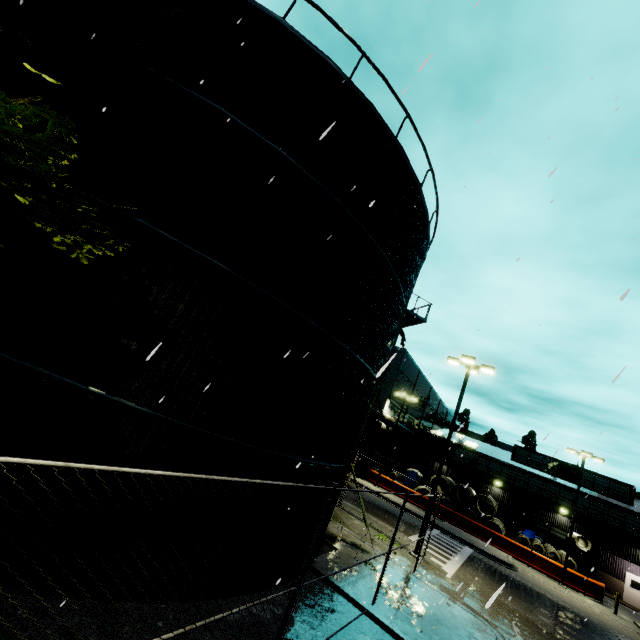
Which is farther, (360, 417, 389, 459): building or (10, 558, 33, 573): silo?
(360, 417, 389, 459): building

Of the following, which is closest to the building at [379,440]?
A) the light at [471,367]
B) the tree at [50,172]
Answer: the tree at [50,172]

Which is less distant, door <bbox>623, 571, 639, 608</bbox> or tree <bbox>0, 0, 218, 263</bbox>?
tree <bbox>0, 0, 218, 263</bbox>

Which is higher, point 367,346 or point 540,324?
point 540,324

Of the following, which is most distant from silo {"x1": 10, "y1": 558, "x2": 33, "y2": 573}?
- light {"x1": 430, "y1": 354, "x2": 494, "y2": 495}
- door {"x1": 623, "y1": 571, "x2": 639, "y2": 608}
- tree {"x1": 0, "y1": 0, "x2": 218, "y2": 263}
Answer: light {"x1": 430, "y1": 354, "x2": 494, "y2": 495}

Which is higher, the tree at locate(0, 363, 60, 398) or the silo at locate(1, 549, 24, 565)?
the tree at locate(0, 363, 60, 398)

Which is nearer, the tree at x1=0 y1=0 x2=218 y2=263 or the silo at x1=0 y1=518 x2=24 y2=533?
the tree at x1=0 y1=0 x2=218 y2=263

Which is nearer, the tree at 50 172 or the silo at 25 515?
the tree at 50 172
